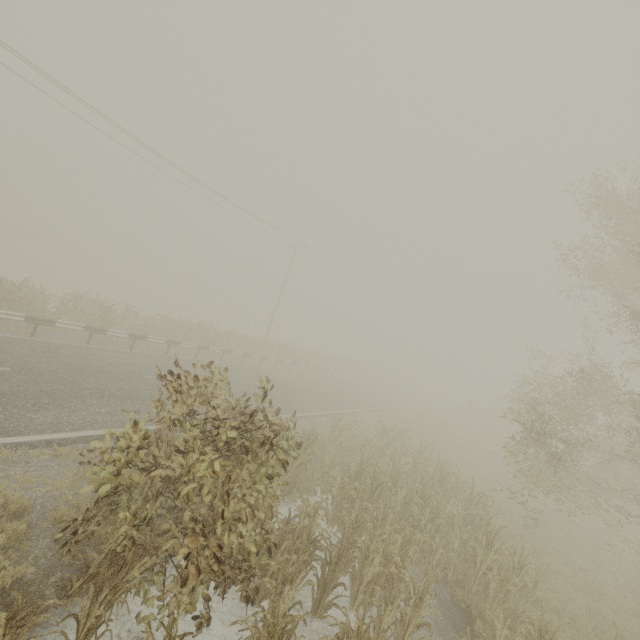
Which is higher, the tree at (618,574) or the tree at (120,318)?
the tree at (120,318)

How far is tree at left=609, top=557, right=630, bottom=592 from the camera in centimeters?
1120cm

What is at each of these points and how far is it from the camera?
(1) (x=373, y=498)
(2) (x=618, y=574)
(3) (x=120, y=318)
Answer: (1) tree, 10.30m
(2) tree, 11.77m
(3) tree, 16.95m

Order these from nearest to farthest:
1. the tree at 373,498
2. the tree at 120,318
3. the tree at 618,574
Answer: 1. the tree at 373,498
2. the tree at 618,574
3. the tree at 120,318

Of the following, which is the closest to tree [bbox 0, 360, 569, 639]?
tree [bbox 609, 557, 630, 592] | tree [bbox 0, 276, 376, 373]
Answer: tree [bbox 609, 557, 630, 592]

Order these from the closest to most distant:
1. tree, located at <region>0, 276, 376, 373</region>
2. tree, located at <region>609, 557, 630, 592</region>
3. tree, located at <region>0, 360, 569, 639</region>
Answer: tree, located at <region>0, 360, 569, 639</region>, tree, located at <region>609, 557, 630, 592</region>, tree, located at <region>0, 276, 376, 373</region>

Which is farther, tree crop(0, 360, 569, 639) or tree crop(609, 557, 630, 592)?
tree crop(609, 557, 630, 592)
